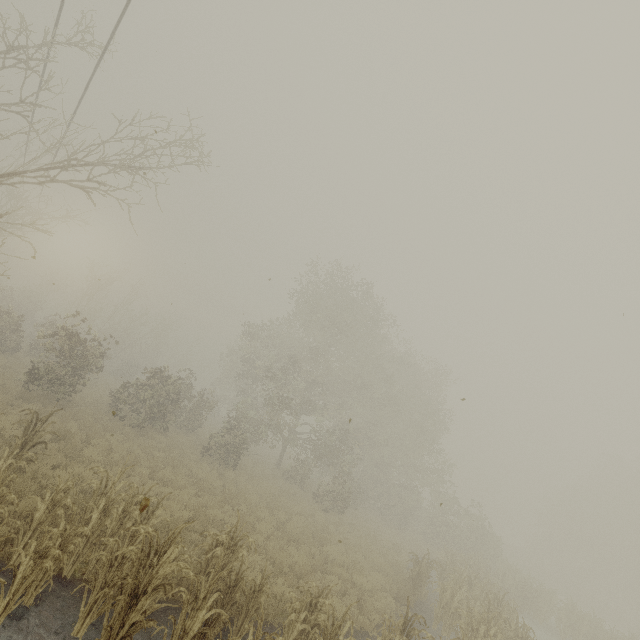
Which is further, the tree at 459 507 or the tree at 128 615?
the tree at 459 507

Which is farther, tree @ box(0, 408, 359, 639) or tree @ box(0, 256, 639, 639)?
tree @ box(0, 256, 639, 639)

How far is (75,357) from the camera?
14.75m
